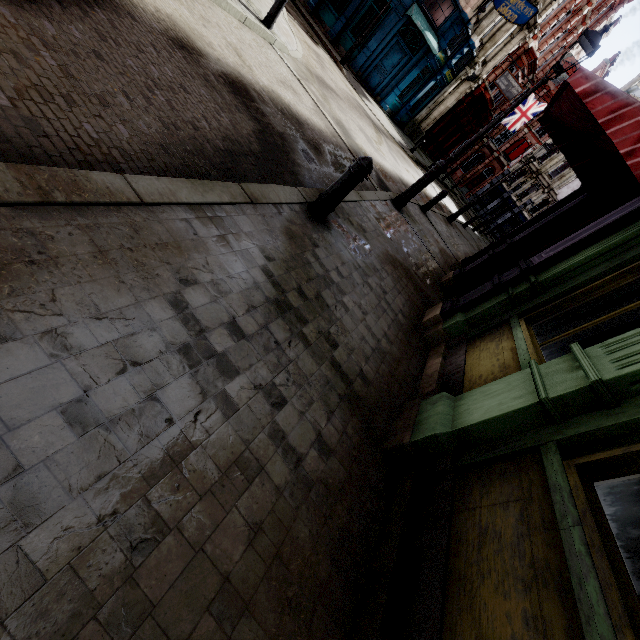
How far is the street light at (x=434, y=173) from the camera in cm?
647

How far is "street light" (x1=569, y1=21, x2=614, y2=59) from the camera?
5.9m

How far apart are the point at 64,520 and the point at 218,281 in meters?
1.5

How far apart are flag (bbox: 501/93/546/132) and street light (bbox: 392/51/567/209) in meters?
28.4

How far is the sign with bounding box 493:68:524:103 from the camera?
23.0 meters

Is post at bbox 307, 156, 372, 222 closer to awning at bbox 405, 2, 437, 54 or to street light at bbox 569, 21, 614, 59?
street light at bbox 569, 21, 614, 59

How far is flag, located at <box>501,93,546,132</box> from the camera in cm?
2834

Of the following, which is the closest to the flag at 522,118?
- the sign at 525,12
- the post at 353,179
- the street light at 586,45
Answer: the sign at 525,12
